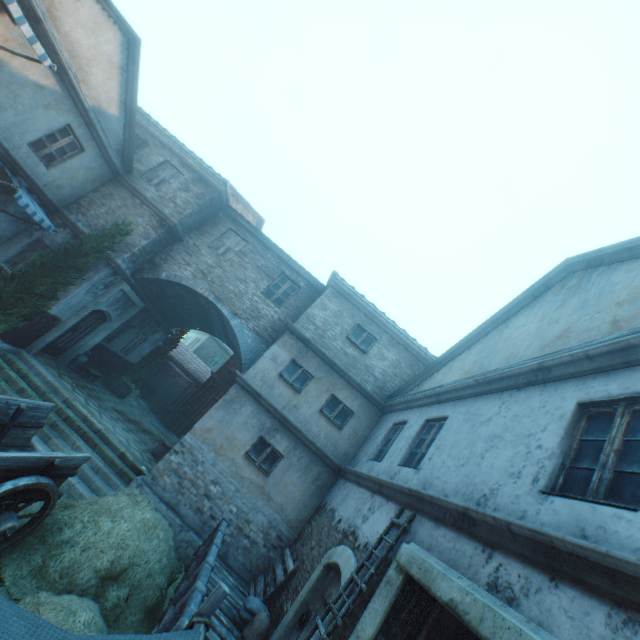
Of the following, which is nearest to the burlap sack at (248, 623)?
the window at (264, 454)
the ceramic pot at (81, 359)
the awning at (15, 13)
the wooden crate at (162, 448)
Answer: the window at (264, 454)

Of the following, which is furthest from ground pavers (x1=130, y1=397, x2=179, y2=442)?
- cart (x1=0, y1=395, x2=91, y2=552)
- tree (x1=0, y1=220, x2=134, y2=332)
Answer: cart (x1=0, y1=395, x2=91, y2=552)

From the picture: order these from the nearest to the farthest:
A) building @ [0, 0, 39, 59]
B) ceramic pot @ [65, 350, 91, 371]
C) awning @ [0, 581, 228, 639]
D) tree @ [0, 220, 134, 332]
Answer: awning @ [0, 581, 228, 639] → building @ [0, 0, 39, 59] → tree @ [0, 220, 134, 332] → ceramic pot @ [65, 350, 91, 371]

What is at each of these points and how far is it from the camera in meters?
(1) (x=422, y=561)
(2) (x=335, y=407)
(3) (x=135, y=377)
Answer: (1) building, 4.2
(2) window, 11.0
(3) tree, 18.4

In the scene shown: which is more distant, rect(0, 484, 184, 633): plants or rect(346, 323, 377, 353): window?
rect(346, 323, 377, 353): window

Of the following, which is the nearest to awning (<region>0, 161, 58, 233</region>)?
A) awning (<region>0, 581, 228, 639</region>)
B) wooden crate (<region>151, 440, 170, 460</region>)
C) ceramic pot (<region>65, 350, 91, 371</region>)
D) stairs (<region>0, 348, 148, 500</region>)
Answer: stairs (<region>0, 348, 148, 500</region>)

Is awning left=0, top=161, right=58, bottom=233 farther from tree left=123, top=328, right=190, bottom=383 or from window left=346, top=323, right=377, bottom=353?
window left=346, top=323, right=377, bottom=353

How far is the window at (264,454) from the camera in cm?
991
